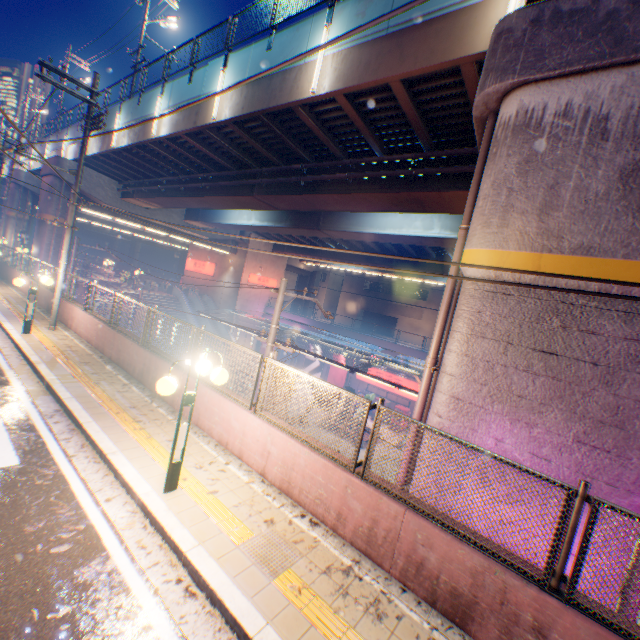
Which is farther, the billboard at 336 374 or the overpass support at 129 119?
the billboard at 336 374

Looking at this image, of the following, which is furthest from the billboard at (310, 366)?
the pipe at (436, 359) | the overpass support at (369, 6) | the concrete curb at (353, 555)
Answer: the pipe at (436, 359)

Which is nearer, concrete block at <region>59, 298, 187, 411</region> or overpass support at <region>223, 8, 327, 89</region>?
concrete block at <region>59, 298, 187, 411</region>

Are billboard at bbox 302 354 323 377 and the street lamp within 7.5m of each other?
no

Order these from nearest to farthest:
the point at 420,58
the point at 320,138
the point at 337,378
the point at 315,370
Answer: the point at 420,58, the point at 320,138, the point at 337,378, the point at 315,370

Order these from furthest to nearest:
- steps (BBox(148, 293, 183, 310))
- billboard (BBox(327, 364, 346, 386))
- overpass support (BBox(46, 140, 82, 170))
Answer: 1. steps (BBox(148, 293, 183, 310))
2. billboard (BBox(327, 364, 346, 386))
3. overpass support (BBox(46, 140, 82, 170))

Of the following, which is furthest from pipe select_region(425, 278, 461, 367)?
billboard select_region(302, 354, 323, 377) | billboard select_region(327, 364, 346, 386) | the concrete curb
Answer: billboard select_region(302, 354, 323, 377)

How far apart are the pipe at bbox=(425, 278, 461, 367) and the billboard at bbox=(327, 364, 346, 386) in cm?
2460
